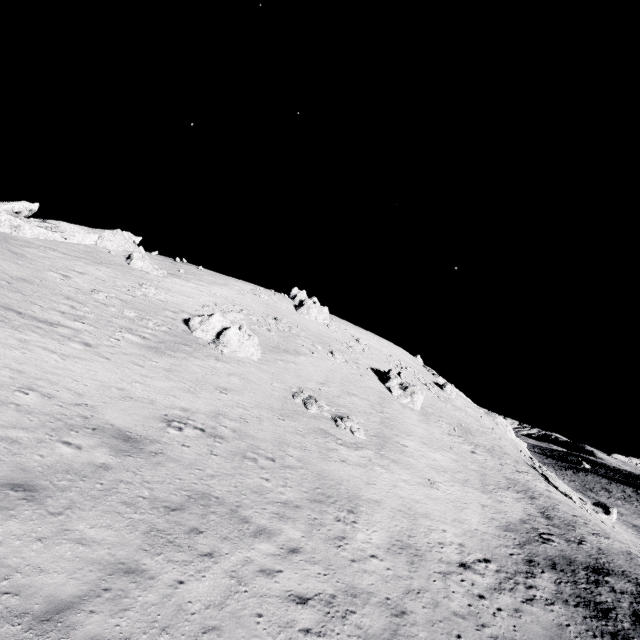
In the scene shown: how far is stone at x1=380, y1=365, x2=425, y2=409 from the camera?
41.3m

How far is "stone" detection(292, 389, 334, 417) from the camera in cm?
2603

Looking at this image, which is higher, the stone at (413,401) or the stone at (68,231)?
the stone at (68,231)

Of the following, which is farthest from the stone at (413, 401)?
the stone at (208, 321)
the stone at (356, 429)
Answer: the stone at (208, 321)

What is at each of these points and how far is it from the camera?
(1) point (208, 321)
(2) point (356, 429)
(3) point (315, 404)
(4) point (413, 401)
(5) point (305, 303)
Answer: (1) stone, 29.7 meters
(2) stone, 26.2 meters
(3) stone, 26.6 meters
(4) stone, 41.3 meters
(5) stone, 56.2 meters

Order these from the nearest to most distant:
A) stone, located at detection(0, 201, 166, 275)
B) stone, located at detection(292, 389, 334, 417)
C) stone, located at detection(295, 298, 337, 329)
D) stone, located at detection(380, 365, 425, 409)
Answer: stone, located at detection(292, 389, 334, 417), stone, located at detection(0, 201, 166, 275), stone, located at detection(380, 365, 425, 409), stone, located at detection(295, 298, 337, 329)

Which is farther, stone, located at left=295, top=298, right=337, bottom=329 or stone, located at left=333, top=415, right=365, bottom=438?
stone, located at left=295, top=298, right=337, bottom=329

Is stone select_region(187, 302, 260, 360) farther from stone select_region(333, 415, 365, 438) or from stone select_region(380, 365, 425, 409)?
stone select_region(380, 365, 425, 409)
